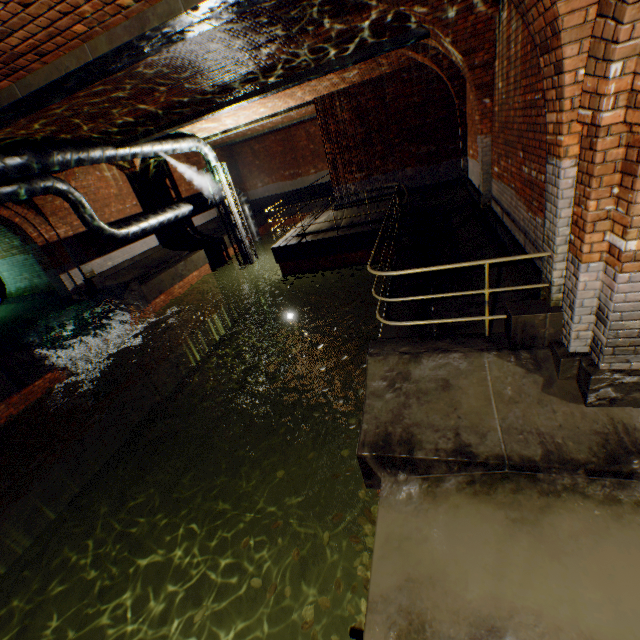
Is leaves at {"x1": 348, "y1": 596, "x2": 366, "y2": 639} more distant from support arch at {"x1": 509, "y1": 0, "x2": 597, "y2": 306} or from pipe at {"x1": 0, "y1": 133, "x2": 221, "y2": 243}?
pipe at {"x1": 0, "y1": 133, "x2": 221, "y2": 243}

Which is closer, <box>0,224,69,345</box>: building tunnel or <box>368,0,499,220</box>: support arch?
<box>368,0,499,220</box>: support arch

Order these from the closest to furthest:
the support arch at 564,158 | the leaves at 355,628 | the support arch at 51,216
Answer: the support arch at 564,158
the leaves at 355,628
the support arch at 51,216

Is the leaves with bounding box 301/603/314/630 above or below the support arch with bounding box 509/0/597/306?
below

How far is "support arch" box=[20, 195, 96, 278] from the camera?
11.0m

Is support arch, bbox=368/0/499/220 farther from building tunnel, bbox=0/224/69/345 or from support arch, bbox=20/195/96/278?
building tunnel, bbox=0/224/69/345

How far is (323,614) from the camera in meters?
6.3

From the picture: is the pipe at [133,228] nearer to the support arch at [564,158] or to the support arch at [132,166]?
the support arch at [564,158]
